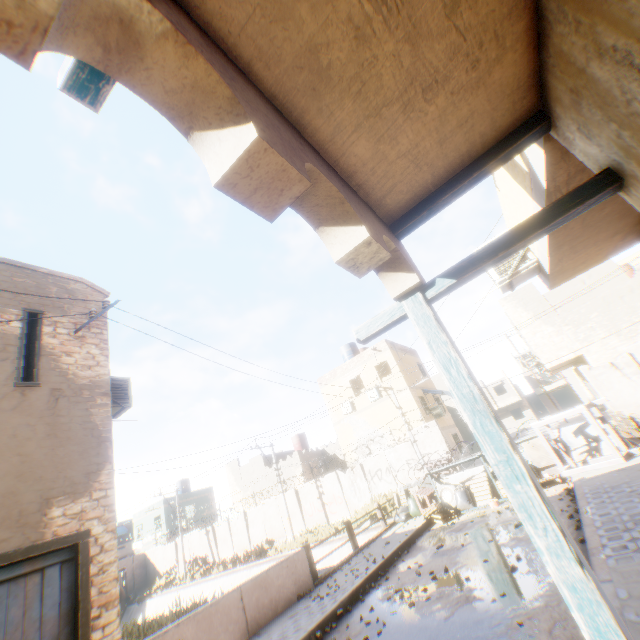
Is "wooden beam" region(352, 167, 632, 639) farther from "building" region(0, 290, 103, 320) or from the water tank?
the water tank

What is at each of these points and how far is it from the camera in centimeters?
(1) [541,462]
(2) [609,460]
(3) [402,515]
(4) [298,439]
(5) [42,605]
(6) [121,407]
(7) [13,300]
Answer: (1) shutter, 1123cm
(2) steel platform, 884cm
(3) trash bag, 1261cm
(4) water tank, 3444cm
(5) door, 495cm
(6) air conditioner, 789cm
(7) building, 676cm

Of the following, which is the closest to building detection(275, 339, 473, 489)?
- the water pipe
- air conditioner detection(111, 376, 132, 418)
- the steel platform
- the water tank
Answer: air conditioner detection(111, 376, 132, 418)

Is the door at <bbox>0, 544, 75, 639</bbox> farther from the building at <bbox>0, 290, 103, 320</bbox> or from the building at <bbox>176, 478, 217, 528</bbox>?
the building at <bbox>176, 478, 217, 528</bbox>

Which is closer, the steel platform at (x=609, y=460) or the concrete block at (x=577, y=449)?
the steel platform at (x=609, y=460)

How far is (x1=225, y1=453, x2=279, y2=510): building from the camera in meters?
31.9

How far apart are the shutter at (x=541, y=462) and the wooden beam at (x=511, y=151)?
12.17m

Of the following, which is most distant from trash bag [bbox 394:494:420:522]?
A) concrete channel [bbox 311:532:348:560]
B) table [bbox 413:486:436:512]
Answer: concrete channel [bbox 311:532:348:560]
